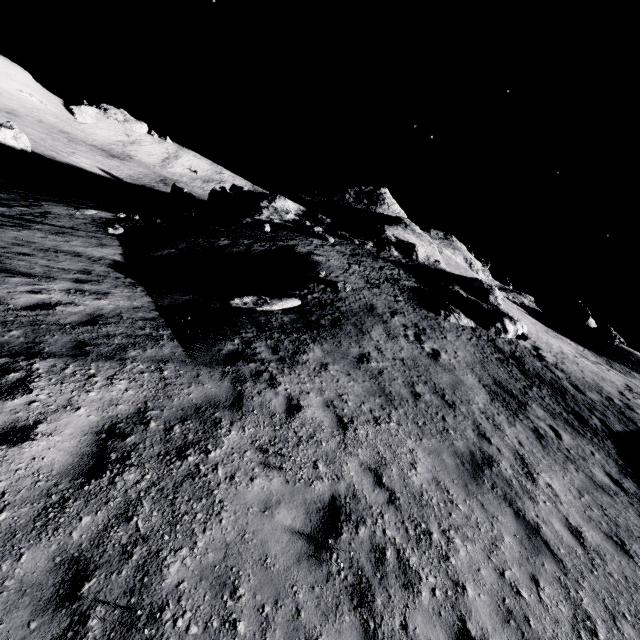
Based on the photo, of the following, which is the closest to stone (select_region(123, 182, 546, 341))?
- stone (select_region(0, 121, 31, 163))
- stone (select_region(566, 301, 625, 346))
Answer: stone (select_region(566, 301, 625, 346))

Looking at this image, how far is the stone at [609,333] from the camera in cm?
3800

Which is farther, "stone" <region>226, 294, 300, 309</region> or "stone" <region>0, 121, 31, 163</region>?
"stone" <region>0, 121, 31, 163</region>

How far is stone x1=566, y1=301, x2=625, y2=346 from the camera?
38.00m

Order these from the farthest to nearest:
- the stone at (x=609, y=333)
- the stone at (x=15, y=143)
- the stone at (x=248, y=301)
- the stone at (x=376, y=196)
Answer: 1. the stone at (x=609, y=333)
2. the stone at (x=15, y=143)
3. the stone at (x=376, y=196)
4. the stone at (x=248, y=301)

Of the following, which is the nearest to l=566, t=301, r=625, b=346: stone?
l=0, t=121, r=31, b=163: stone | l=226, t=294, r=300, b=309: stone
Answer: l=226, t=294, r=300, b=309: stone

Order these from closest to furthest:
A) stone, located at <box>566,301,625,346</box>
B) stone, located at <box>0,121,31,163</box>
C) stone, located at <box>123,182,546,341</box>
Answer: stone, located at <box>123,182,546,341</box>
stone, located at <box>0,121,31,163</box>
stone, located at <box>566,301,625,346</box>

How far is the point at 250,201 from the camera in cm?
3116
